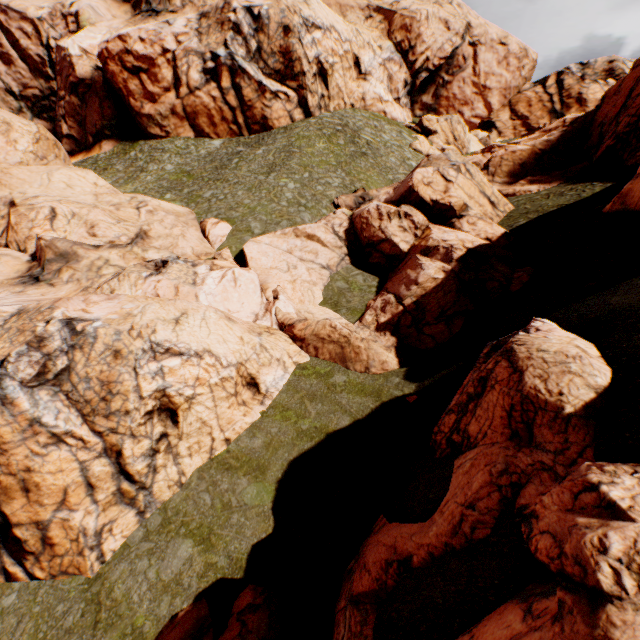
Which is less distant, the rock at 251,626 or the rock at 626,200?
the rock at 251,626

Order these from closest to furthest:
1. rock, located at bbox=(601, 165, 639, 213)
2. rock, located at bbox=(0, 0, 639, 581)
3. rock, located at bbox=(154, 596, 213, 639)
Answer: rock, located at bbox=(154, 596, 213, 639) → rock, located at bbox=(0, 0, 639, 581) → rock, located at bbox=(601, 165, 639, 213)

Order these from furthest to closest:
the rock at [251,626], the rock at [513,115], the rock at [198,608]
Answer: the rock at [513,115] → the rock at [198,608] → the rock at [251,626]

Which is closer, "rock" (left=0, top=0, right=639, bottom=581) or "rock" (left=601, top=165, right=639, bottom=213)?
"rock" (left=0, top=0, right=639, bottom=581)

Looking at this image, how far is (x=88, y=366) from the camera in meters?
12.7 m

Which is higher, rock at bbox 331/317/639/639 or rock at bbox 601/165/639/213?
rock at bbox 601/165/639/213
